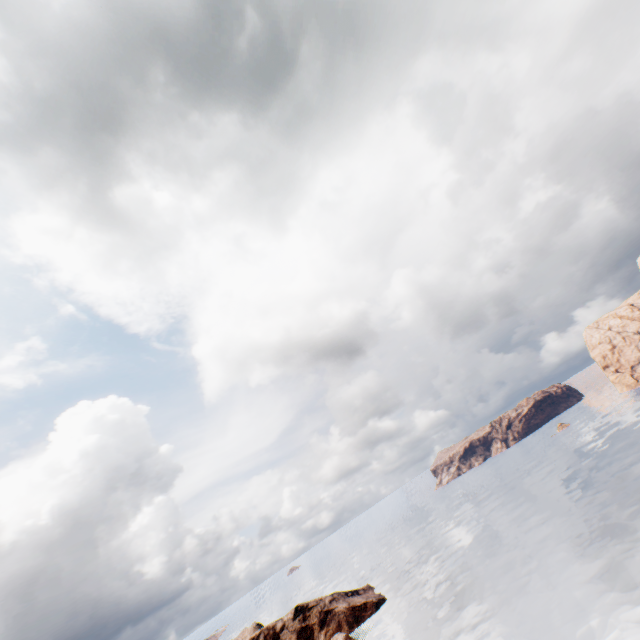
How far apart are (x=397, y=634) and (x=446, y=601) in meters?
10.8
